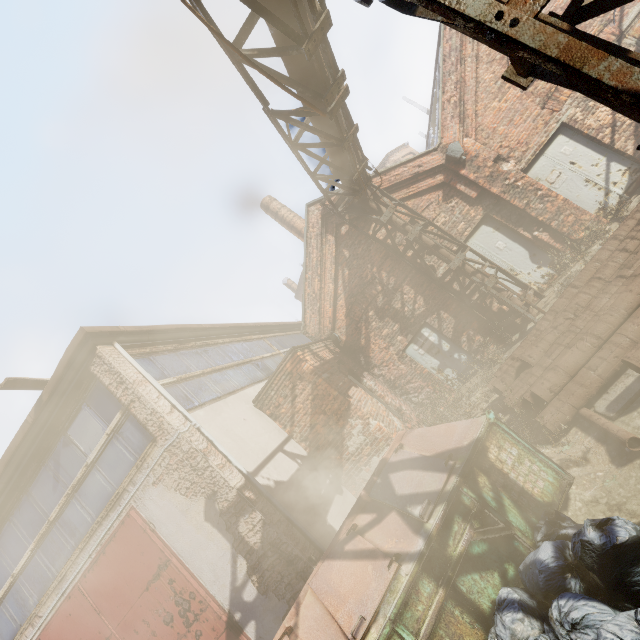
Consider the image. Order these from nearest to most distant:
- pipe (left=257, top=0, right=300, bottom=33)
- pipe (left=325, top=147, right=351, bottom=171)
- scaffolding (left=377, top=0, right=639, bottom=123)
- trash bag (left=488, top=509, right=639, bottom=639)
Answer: scaffolding (left=377, top=0, right=639, bottom=123) → trash bag (left=488, top=509, right=639, bottom=639) → pipe (left=257, top=0, right=300, bottom=33) → pipe (left=325, top=147, right=351, bottom=171)

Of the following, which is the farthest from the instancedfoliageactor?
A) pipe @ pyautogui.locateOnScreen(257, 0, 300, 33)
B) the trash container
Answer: the trash container

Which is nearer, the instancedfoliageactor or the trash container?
the trash container

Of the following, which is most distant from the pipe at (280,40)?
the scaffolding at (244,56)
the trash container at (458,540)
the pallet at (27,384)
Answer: the pallet at (27,384)

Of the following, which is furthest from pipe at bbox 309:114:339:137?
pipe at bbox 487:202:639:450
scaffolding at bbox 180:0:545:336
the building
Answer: the building

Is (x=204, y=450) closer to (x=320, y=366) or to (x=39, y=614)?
(x=320, y=366)

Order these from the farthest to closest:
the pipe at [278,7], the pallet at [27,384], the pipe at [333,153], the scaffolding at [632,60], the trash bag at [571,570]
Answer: the pipe at [333,153] < the pallet at [27,384] < the pipe at [278,7] < the trash bag at [571,570] < the scaffolding at [632,60]

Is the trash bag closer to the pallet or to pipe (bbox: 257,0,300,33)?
pipe (bbox: 257,0,300,33)
